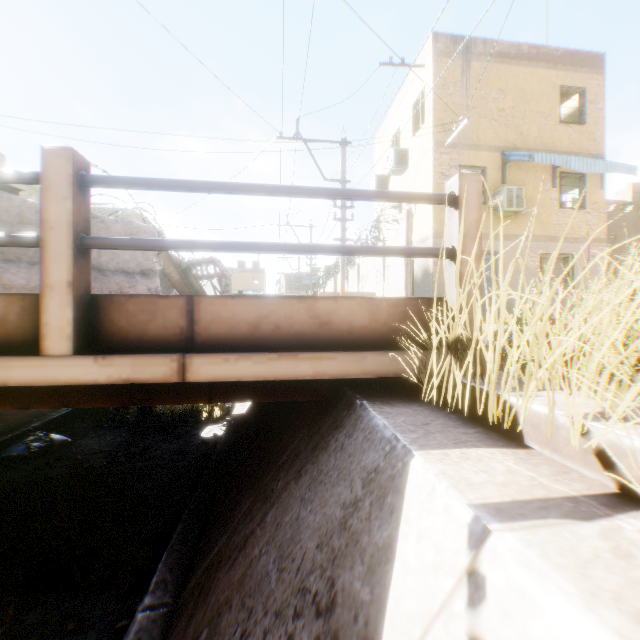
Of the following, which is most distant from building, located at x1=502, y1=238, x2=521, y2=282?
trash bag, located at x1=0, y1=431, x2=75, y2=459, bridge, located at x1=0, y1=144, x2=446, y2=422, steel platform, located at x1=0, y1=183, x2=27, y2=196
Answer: trash bag, located at x1=0, y1=431, x2=75, y2=459

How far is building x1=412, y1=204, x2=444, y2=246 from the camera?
11.40m

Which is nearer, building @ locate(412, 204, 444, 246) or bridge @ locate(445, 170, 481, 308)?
bridge @ locate(445, 170, 481, 308)

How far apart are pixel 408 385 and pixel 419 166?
12.03m

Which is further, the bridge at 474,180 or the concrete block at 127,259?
the concrete block at 127,259

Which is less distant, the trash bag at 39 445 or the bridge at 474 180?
the bridge at 474 180

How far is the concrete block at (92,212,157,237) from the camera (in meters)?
3.49
